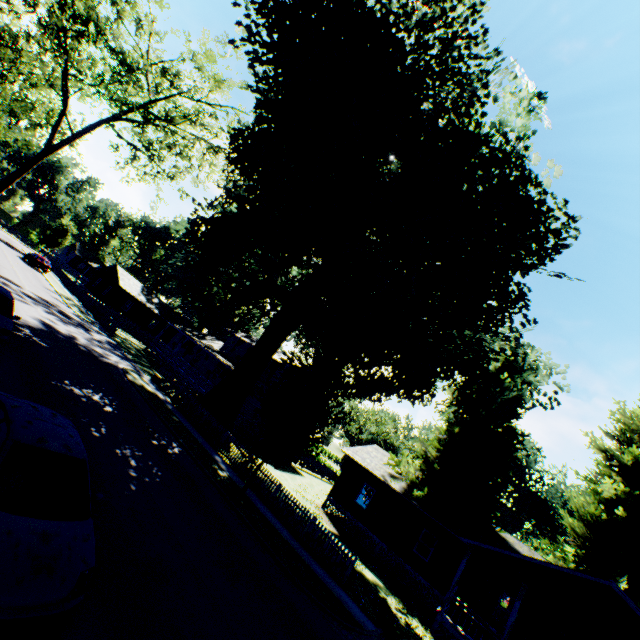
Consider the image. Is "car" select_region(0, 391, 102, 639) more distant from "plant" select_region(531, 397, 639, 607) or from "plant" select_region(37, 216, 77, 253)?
"plant" select_region(37, 216, 77, 253)

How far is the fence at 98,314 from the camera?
33.2 meters

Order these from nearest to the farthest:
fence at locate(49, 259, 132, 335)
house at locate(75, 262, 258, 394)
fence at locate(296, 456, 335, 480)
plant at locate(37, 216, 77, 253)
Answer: fence at locate(49, 259, 132, 335), house at locate(75, 262, 258, 394), fence at locate(296, 456, 335, 480), plant at locate(37, 216, 77, 253)

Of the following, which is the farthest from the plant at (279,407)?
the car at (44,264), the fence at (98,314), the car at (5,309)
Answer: the car at (44,264)

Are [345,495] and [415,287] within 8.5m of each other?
no

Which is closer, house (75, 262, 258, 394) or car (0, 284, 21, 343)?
car (0, 284, 21, 343)

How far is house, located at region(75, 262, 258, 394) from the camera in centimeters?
3638cm

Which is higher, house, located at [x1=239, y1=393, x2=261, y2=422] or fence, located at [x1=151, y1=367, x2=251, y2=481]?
house, located at [x1=239, y1=393, x2=261, y2=422]
